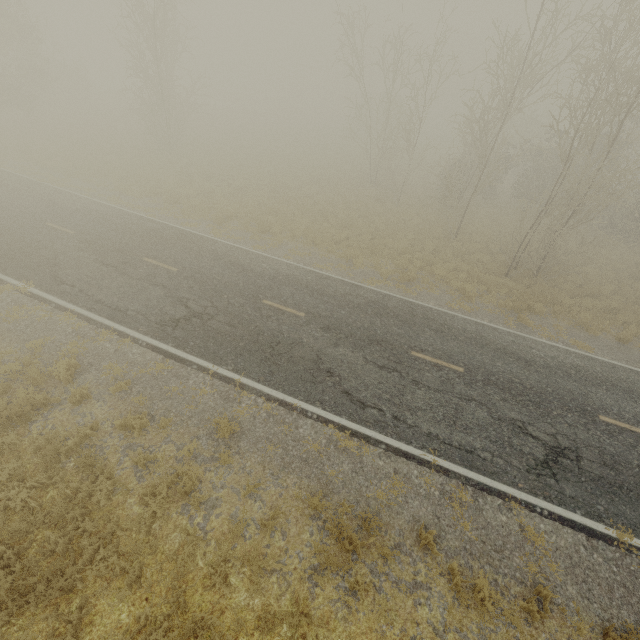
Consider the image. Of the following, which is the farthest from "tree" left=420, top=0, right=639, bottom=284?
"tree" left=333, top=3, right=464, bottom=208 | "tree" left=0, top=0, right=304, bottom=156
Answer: "tree" left=0, top=0, right=304, bottom=156

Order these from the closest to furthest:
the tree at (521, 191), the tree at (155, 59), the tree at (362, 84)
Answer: the tree at (521, 191), the tree at (362, 84), the tree at (155, 59)

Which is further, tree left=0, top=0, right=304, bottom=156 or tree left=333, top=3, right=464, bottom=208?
tree left=0, top=0, right=304, bottom=156

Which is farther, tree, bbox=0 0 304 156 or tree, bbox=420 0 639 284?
tree, bbox=0 0 304 156

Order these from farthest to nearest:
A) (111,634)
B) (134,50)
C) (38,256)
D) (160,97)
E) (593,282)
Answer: (160,97) → (134,50) → (593,282) → (38,256) → (111,634)

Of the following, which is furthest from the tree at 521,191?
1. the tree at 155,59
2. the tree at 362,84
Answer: the tree at 155,59

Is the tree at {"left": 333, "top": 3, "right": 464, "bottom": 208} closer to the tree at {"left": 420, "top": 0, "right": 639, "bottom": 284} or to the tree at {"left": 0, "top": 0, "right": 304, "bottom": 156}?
the tree at {"left": 0, "top": 0, "right": 304, "bottom": 156}

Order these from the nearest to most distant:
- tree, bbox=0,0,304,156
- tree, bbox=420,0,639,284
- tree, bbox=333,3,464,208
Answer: tree, bbox=420,0,639,284, tree, bbox=333,3,464,208, tree, bbox=0,0,304,156
